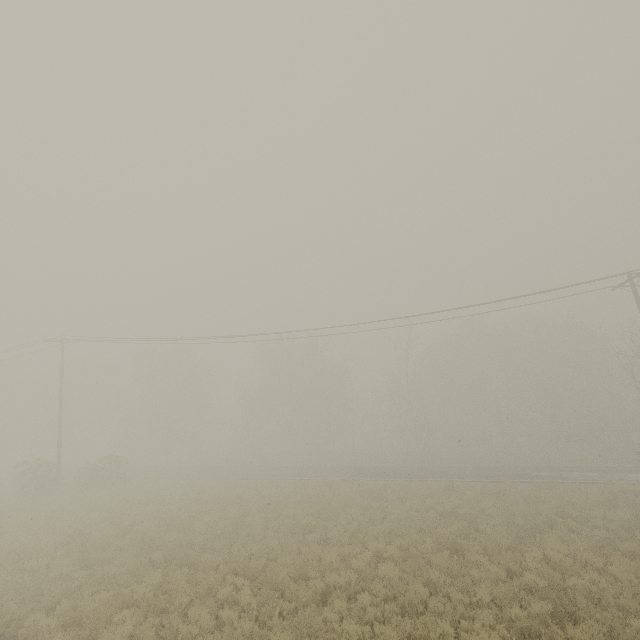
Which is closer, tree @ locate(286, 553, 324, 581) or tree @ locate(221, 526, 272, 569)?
tree @ locate(286, 553, 324, 581)

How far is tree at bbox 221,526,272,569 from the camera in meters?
10.9

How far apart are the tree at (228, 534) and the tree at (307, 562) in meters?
1.7 m

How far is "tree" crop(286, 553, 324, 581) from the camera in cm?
1024

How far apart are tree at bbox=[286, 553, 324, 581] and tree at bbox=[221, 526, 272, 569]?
1.7 meters

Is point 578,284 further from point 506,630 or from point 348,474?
point 348,474

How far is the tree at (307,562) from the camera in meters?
10.2 m
